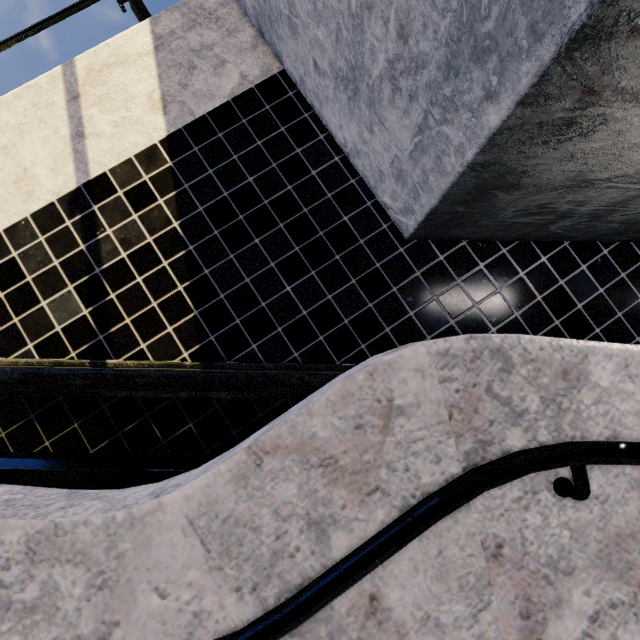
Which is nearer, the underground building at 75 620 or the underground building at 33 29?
the underground building at 75 620

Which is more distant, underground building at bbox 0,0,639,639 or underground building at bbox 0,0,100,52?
underground building at bbox 0,0,100,52

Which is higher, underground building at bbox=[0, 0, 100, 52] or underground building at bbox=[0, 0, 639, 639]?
underground building at bbox=[0, 0, 100, 52]

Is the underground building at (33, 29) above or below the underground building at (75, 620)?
above

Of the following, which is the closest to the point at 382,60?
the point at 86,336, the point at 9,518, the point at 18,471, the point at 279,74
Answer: the point at 279,74
